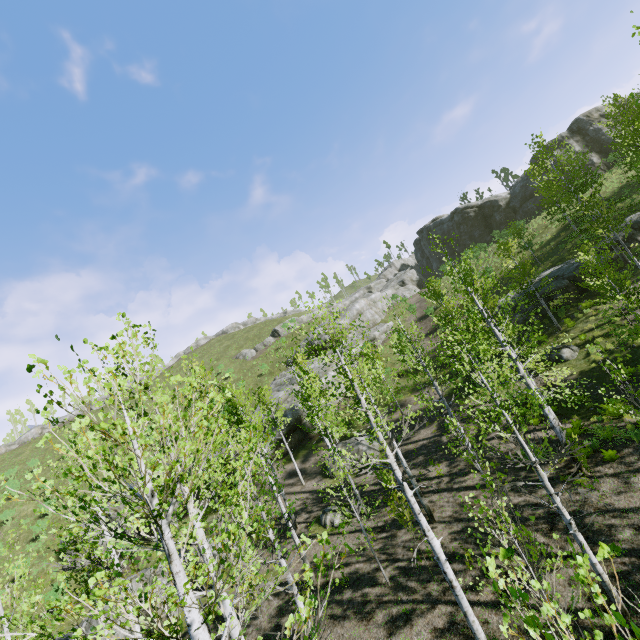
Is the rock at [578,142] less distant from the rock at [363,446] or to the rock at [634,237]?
the rock at [634,237]

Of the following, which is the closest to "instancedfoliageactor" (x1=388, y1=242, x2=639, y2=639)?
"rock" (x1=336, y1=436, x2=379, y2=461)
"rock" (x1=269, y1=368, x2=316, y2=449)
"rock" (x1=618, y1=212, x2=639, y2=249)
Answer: "rock" (x1=618, y1=212, x2=639, y2=249)

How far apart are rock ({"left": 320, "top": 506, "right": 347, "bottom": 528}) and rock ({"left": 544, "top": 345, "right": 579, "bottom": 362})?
15.04m

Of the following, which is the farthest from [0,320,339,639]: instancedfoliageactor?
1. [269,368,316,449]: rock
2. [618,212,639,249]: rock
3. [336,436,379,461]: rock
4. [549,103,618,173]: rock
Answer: [549,103,618,173]: rock

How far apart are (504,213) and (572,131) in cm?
1106

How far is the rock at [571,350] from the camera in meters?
19.0

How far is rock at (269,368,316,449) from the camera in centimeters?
2766cm

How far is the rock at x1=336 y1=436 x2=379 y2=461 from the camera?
21.97m
